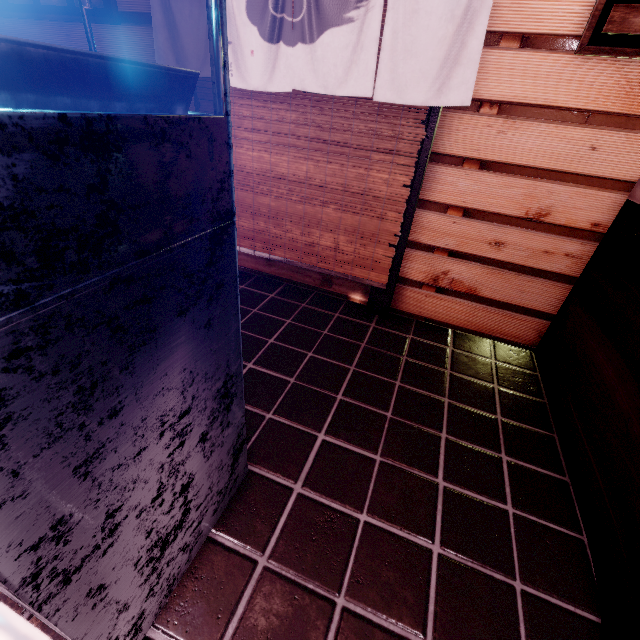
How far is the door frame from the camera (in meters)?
3.85

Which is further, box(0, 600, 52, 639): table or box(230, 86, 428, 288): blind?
box(230, 86, 428, 288): blind

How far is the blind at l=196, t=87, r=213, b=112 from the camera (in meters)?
4.57

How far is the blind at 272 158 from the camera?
4.1m

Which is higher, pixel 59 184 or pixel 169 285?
pixel 59 184

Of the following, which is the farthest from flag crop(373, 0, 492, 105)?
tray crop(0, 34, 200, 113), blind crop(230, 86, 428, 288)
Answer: tray crop(0, 34, 200, 113)

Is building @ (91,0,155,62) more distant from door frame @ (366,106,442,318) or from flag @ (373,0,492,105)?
flag @ (373,0,492,105)

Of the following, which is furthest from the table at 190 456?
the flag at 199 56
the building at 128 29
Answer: the flag at 199 56
